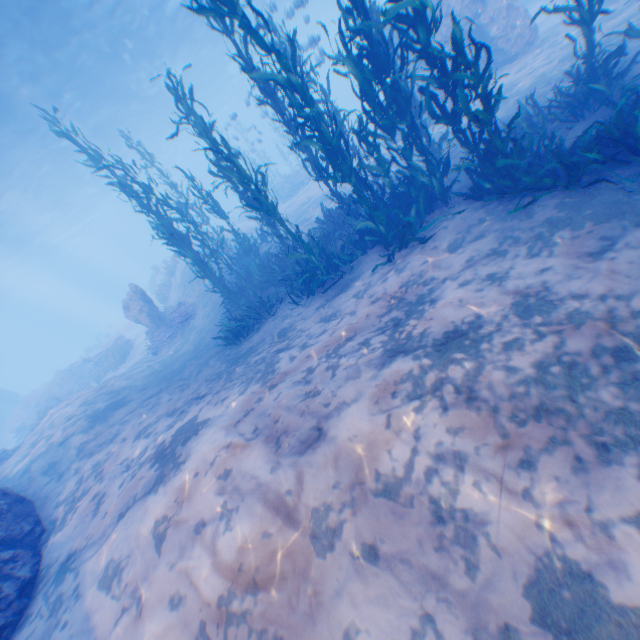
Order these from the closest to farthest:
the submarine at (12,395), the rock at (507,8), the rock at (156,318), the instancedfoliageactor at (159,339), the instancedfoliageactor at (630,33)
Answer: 1. the instancedfoliageactor at (630,33)
2. the rock at (507,8)
3. the instancedfoliageactor at (159,339)
4. the rock at (156,318)
5. the submarine at (12,395)

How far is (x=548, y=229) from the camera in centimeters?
501cm

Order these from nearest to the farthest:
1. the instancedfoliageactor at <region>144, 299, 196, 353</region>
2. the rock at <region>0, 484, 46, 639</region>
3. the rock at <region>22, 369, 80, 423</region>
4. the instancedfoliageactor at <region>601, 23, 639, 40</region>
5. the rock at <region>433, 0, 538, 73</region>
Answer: the rock at <region>0, 484, 46, 639</region> < the instancedfoliageactor at <region>601, 23, 639, 40</region> < the rock at <region>433, 0, 538, 73</region> < the instancedfoliageactor at <region>144, 299, 196, 353</region> < the rock at <region>22, 369, 80, 423</region>

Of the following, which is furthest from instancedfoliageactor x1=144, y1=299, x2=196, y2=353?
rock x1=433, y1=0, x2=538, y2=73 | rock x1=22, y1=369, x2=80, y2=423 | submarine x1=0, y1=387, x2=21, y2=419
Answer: rock x1=22, y1=369, x2=80, y2=423

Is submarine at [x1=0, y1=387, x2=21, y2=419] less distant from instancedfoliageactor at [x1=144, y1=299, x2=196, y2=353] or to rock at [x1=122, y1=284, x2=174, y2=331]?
rock at [x1=122, y1=284, x2=174, y2=331]

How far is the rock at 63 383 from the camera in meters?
21.5

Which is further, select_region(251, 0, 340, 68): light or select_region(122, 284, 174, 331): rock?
select_region(122, 284, 174, 331): rock

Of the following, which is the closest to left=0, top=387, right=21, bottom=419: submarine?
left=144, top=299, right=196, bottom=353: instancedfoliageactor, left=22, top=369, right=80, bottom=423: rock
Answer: left=22, top=369, right=80, bottom=423: rock
